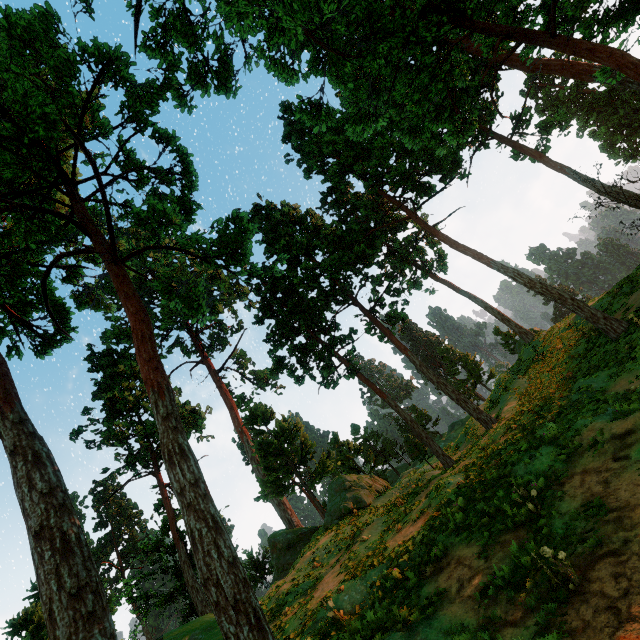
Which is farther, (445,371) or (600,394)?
(445,371)
